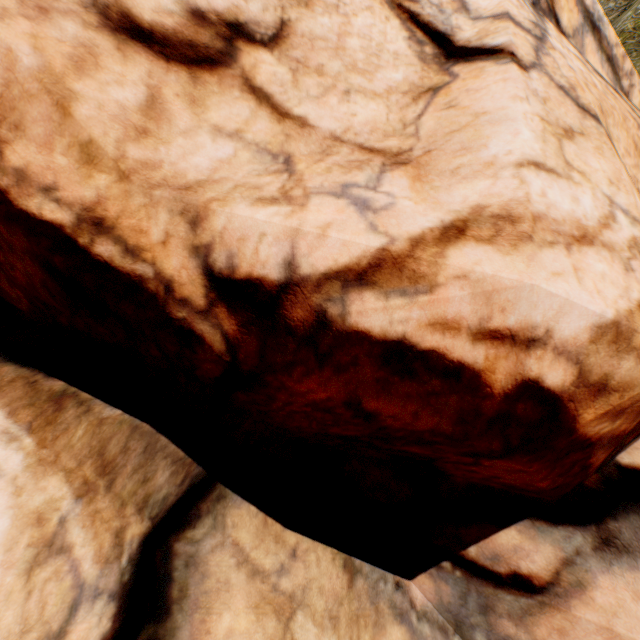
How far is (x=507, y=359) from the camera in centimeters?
264cm
